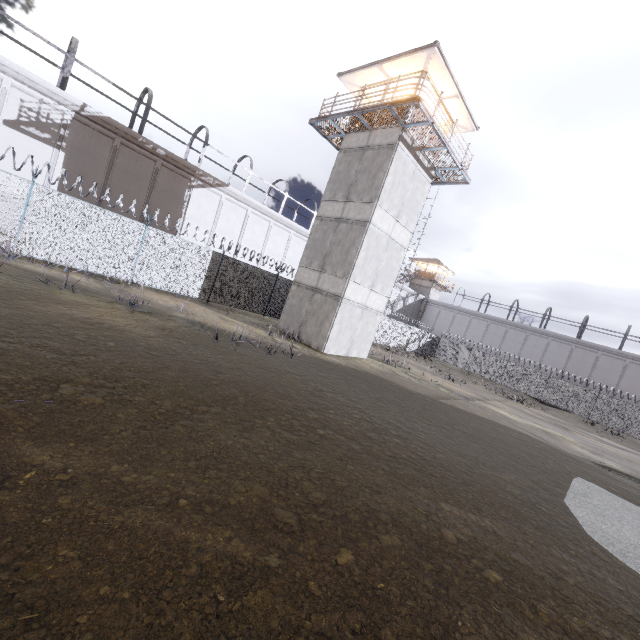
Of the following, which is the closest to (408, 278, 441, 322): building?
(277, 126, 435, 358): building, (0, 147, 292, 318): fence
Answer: (0, 147, 292, 318): fence

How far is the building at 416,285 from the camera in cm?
5241

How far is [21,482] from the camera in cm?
309

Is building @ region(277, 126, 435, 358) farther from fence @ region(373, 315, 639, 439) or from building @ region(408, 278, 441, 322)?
building @ region(408, 278, 441, 322)

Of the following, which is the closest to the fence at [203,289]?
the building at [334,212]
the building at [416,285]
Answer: the building at [334,212]

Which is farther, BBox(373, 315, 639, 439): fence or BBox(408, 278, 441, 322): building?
BBox(408, 278, 441, 322): building
